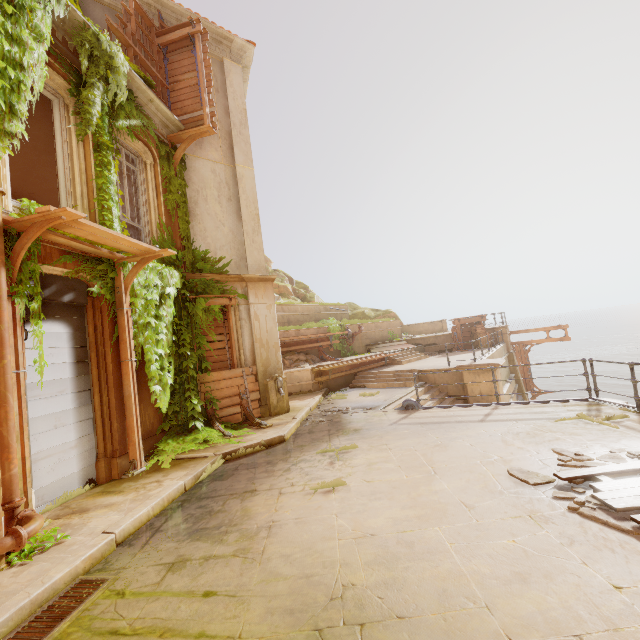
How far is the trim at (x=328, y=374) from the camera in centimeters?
1399cm

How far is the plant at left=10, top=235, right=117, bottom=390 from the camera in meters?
4.7 m

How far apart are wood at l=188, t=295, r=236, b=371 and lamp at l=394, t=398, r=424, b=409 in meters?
4.9 m

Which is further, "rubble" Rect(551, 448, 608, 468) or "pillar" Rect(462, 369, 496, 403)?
"pillar" Rect(462, 369, 496, 403)

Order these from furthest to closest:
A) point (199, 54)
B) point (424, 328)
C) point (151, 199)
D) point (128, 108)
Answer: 1. point (424, 328)
2. point (199, 54)
3. point (151, 199)
4. point (128, 108)

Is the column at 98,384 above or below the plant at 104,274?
below

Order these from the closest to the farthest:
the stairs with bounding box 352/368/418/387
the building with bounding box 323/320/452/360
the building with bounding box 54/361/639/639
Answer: the building with bounding box 54/361/639/639 < the stairs with bounding box 352/368/418/387 < the building with bounding box 323/320/452/360

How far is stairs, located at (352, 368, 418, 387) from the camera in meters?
13.6
